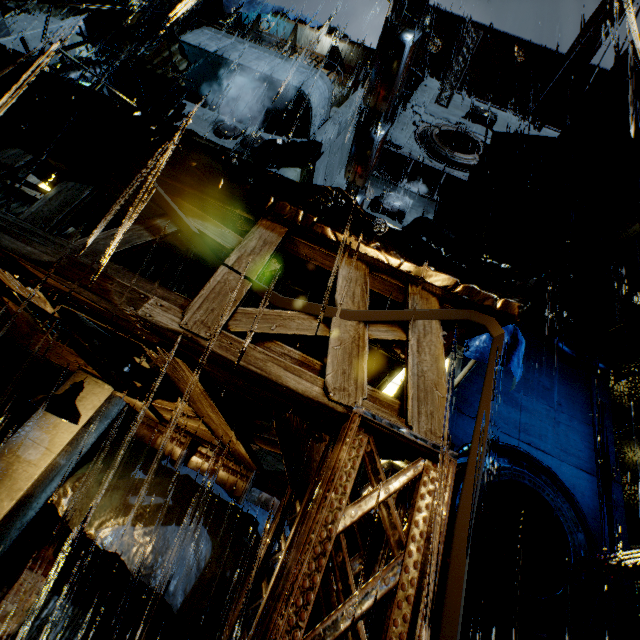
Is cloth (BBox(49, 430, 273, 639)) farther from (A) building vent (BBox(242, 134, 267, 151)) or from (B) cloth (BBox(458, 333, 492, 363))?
(A) building vent (BBox(242, 134, 267, 151))

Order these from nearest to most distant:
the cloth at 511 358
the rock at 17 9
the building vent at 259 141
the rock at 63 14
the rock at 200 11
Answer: the cloth at 511 358 < the building vent at 259 141 < the rock at 17 9 < the rock at 63 14 < the rock at 200 11

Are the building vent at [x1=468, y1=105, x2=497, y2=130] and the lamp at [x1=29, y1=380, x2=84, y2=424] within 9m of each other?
no

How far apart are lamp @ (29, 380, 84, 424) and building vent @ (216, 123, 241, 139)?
10.0 meters

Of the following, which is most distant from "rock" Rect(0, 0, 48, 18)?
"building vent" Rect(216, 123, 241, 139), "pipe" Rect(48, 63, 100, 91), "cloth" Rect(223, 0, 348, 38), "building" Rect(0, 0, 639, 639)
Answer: "building vent" Rect(216, 123, 241, 139)

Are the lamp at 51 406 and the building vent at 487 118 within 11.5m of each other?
no

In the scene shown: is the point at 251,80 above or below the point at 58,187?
above

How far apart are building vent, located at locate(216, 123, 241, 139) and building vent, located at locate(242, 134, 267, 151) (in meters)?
0.11
